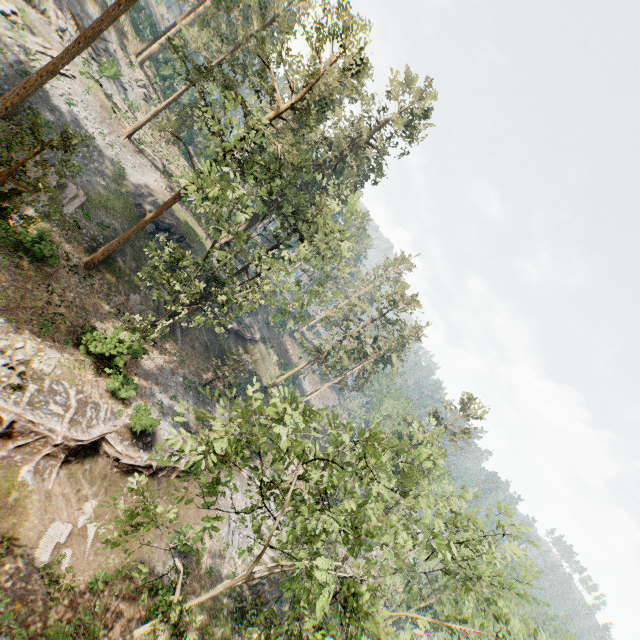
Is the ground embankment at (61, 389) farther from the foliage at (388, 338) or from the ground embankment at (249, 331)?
the ground embankment at (249, 331)

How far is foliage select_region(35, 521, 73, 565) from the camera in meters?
14.7 m

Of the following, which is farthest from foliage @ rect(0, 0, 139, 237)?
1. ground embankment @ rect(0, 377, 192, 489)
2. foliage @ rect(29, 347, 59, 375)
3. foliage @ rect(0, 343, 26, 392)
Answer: foliage @ rect(0, 343, 26, 392)

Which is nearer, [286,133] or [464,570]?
[464,570]

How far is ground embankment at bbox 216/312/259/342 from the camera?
39.9m

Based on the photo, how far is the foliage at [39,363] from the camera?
17.2 meters

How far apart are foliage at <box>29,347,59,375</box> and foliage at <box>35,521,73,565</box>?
7.36m

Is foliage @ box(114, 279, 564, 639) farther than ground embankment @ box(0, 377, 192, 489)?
No
